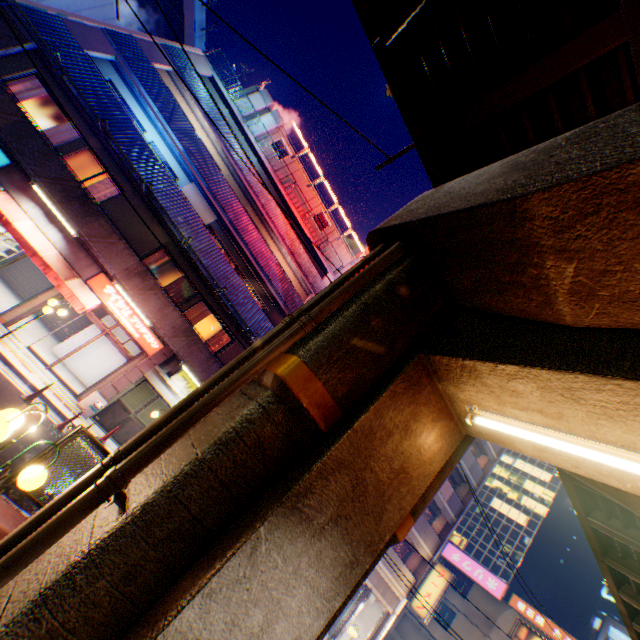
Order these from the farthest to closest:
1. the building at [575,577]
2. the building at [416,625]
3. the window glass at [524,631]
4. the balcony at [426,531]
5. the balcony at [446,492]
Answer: the building at [575,577]
the building at [416,625]
the window glass at [524,631]
the balcony at [446,492]
the balcony at [426,531]

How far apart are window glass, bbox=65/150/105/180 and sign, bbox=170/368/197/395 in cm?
872

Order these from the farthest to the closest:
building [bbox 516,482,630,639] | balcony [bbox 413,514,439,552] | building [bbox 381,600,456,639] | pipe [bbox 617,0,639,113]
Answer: building [bbox 516,482,630,639] < building [bbox 381,600,456,639] < balcony [bbox 413,514,439,552] < pipe [bbox 617,0,639,113]

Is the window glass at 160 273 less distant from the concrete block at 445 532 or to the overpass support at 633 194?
the concrete block at 445 532

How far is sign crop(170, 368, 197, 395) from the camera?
15.1m

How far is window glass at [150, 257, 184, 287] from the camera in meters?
15.6

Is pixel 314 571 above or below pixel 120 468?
above

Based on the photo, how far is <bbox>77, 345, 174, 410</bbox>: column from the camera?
13.5m
